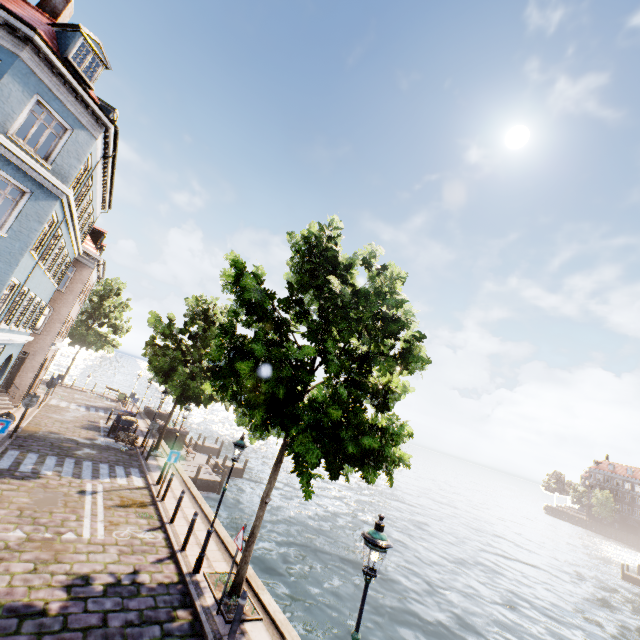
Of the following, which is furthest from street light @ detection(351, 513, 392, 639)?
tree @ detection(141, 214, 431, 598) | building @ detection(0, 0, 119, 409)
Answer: building @ detection(0, 0, 119, 409)

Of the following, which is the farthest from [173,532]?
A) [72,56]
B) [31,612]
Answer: [72,56]

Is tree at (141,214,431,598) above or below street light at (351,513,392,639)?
above

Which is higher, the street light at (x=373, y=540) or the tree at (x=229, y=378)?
the tree at (x=229, y=378)

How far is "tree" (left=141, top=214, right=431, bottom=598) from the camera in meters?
7.5

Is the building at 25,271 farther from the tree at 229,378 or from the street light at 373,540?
the street light at 373,540

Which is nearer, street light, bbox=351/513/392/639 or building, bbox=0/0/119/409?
street light, bbox=351/513/392/639
